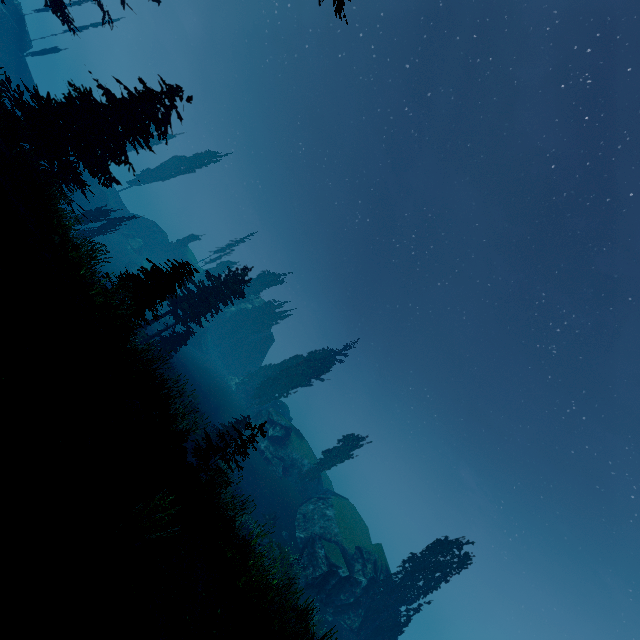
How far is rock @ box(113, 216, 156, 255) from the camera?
54.9m

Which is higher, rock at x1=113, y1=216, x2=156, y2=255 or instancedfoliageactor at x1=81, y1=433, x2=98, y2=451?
rock at x1=113, y1=216, x2=156, y2=255

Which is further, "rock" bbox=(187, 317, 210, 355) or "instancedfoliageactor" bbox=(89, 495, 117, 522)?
"rock" bbox=(187, 317, 210, 355)

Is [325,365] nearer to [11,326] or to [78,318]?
[78,318]

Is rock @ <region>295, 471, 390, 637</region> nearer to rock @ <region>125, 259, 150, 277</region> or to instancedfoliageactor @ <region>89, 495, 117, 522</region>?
instancedfoliageactor @ <region>89, 495, 117, 522</region>

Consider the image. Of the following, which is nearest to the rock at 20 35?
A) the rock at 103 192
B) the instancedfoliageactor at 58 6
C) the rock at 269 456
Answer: the instancedfoliageactor at 58 6

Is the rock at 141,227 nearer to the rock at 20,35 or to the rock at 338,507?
the rock at 338,507
